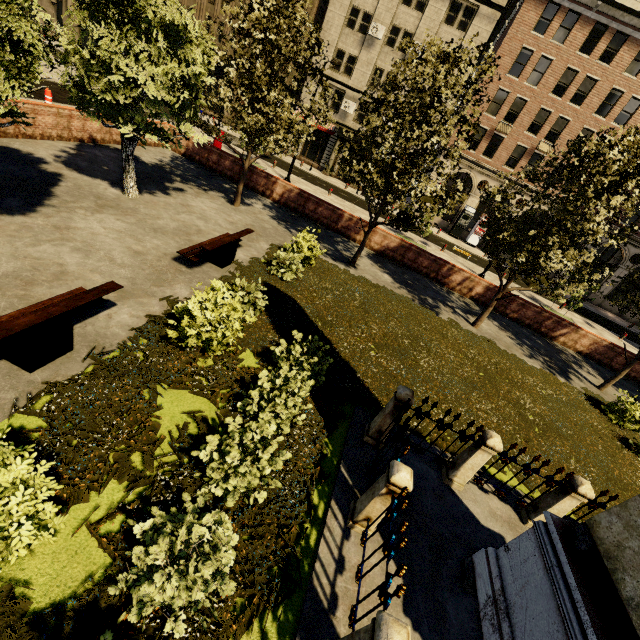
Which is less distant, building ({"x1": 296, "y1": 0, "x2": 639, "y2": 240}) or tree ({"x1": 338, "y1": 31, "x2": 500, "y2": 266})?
tree ({"x1": 338, "y1": 31, "x2": 500, "y2": 266})

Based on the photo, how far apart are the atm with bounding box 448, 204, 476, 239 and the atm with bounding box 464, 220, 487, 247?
0.8 meters

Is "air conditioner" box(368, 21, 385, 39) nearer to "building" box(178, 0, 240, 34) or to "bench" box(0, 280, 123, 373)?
"building" box(178, 0, 240, 34)

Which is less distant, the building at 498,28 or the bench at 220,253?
the bench at 220,253

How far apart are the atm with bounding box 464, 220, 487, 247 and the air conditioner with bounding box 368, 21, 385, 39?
18.3m

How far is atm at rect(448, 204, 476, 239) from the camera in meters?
31.6 m

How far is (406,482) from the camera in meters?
4.1

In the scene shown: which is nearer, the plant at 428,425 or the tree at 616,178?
the plant at 428,425
